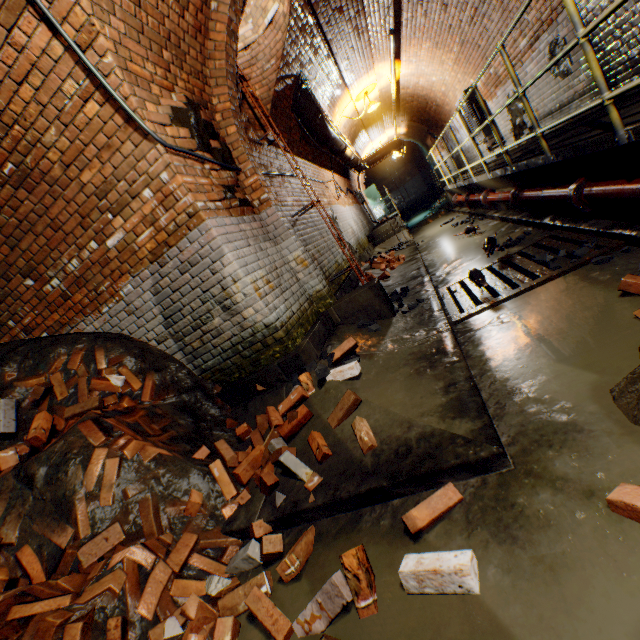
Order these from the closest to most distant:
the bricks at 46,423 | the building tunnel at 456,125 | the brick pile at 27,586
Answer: the brick pile at 27,586
the bricks at 46,423
the building tunnel at 456,125

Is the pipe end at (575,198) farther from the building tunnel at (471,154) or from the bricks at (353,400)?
the bricks at (353,400)

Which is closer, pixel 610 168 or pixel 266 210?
pixel 610 168

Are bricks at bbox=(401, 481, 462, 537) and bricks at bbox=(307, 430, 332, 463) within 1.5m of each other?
yes

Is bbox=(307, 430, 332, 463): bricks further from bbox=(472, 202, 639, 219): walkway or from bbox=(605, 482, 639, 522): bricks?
bbox=(472, 202, 639, 219): walkway

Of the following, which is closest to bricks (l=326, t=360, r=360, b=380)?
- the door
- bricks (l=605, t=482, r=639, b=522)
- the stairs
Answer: bricks (l=605, t=482, r=639, b=522)

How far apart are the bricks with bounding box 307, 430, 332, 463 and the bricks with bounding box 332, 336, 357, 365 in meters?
0.2

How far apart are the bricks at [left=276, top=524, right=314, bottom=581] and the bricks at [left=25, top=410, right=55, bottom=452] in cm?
199
